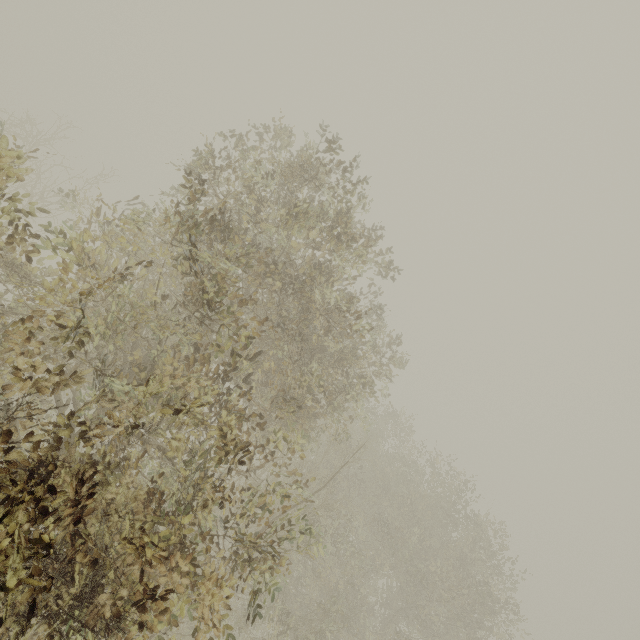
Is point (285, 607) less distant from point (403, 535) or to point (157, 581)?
point (403, 535)
